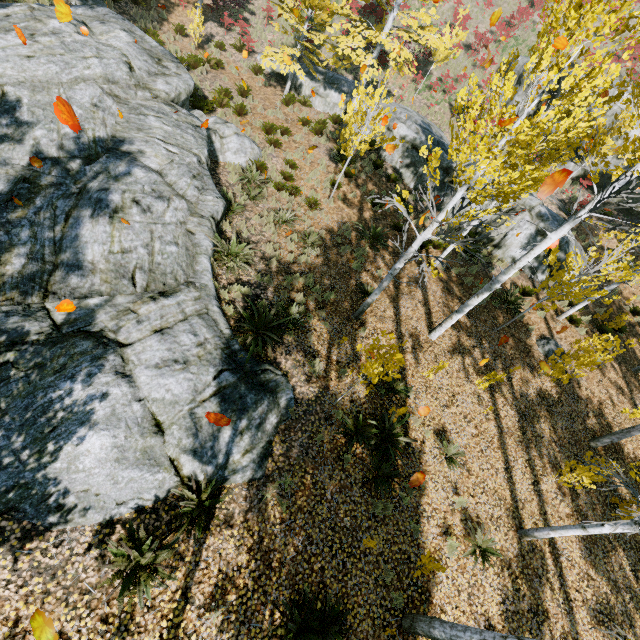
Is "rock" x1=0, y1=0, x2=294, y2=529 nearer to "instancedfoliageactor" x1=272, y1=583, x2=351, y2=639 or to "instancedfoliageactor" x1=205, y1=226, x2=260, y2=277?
"instancedfoliageactor" x1=205, y1=226, x2=260, y2=277

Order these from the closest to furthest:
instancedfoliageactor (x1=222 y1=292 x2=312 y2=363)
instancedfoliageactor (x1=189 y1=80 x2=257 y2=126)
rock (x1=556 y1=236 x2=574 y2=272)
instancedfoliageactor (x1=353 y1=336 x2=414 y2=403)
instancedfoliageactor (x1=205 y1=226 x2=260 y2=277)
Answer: instancedfoliageactor (x1=353 y1=336 x2=414 y2=403) < instancedfoliageactor (x1=222 y1=292 x2=312 y2=363) < instancedfoliageactor (x1=205 y1=226 x2=260 y2=277) < instancedfoliageactor (x1=189 y1=80 x2=257 y2=126) < rock (x1=556 y1=236 x2=574 y2=272)

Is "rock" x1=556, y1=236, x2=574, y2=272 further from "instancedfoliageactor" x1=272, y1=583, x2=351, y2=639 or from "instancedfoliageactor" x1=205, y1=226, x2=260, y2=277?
"instancedfoliageactor" x1=272, y1=583, x2=351, y2=639

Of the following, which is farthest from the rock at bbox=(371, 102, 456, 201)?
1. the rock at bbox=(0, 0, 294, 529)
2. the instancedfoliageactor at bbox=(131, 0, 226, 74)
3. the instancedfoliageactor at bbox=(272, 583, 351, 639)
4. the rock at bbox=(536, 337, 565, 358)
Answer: the instancedfoliageactor at bbox=(272, 583, 351, 639)

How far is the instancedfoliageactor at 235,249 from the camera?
8.62m

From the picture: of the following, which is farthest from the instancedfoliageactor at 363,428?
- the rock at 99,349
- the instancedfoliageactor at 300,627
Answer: the instancedfoliageactor at 300,627

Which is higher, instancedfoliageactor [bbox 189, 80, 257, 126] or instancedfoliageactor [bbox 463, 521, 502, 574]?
instancedfoliageactor [bbox 189, 80, 257, 126]

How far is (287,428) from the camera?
7.1m
